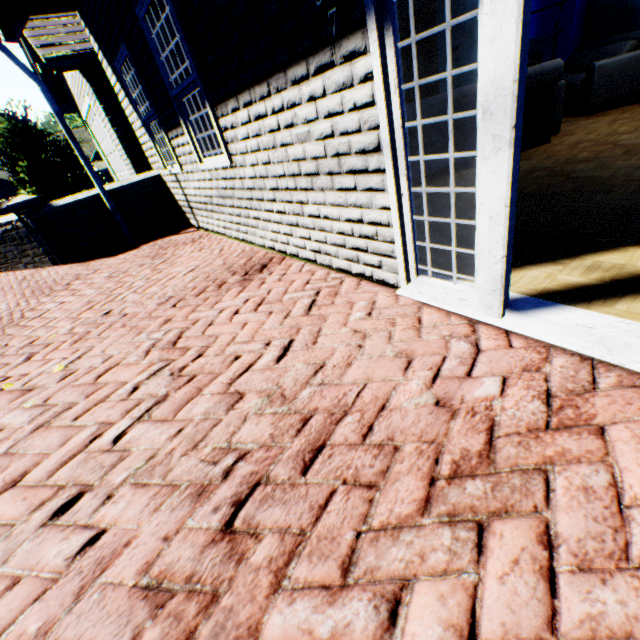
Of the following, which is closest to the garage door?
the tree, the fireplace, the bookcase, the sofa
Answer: the bookcase

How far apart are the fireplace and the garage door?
10.3m

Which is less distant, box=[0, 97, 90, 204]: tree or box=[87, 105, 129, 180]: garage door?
box=[87, 105, 129, 180]: garage door

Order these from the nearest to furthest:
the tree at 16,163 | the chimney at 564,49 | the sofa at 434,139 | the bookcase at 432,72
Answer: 1. the sofa at 434,139
2. the chimney at 564,49
3. the bookcase at 432,72
4. the tree at 16,163

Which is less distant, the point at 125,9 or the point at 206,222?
the point at 125,9

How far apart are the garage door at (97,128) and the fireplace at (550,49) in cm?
1028

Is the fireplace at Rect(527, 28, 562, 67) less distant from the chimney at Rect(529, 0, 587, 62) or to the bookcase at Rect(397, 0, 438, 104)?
the chimney at Rect(529, 0, 587, 62)

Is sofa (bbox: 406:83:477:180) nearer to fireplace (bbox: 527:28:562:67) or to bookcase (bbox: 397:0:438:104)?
bookcase (bbox: 397:0:438:104)
